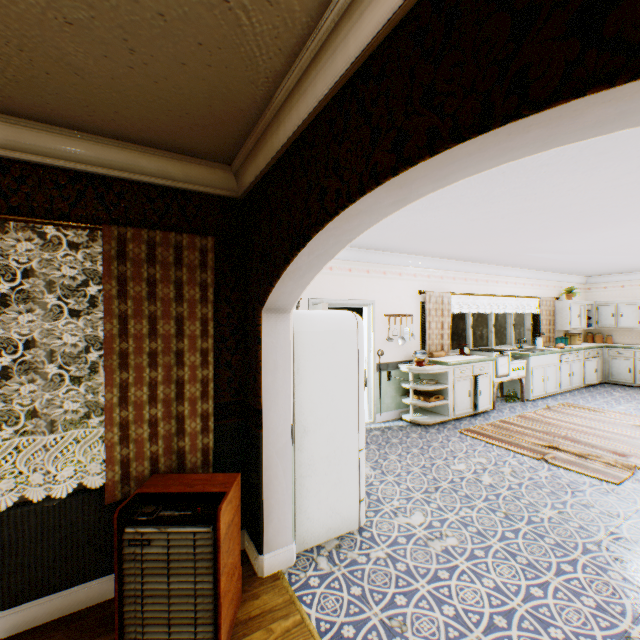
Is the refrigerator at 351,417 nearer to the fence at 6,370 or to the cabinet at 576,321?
the cabinet at 576,321

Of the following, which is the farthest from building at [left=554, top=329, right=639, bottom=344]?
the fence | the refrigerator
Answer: the fence

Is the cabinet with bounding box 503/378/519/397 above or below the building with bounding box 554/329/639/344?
below

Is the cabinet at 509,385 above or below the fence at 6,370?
above

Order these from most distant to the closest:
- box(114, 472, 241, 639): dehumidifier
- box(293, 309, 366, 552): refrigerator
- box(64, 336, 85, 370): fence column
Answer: box(64, 336, 85, 370): fence column, box(293, 309, 366, 552): refrigerator, box(114, 472, 241, 639): dehumidifier

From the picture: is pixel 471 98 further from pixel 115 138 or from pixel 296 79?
pixel 115 138

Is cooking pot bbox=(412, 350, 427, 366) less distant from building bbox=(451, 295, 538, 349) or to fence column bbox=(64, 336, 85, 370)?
building bbox=(451, 295, 538, 349)

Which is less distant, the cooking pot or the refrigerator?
the refrigerator
